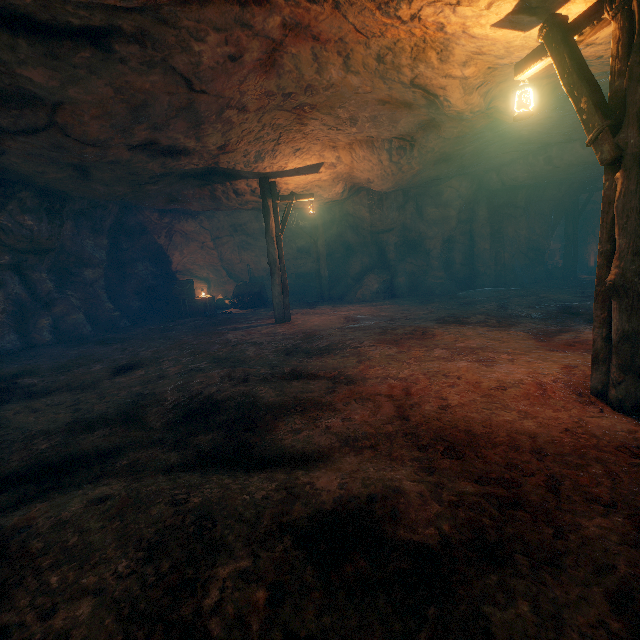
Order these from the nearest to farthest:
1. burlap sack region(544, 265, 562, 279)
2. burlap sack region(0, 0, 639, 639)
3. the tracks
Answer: burlap sack region(0, 0, 639, 639) < burlap sack region(544, 265, 562, 279) < the tracks

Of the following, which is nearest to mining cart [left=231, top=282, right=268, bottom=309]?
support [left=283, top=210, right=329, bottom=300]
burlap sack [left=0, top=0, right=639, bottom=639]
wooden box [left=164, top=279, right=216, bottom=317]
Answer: burlap sack [left=0, top=0, right=639, bottom=639]

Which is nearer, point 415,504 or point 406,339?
point 415,504

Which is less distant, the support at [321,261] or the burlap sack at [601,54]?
the burlap sack at [601,54]

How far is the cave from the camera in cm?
1230

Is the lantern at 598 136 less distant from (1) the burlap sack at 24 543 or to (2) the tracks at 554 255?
(1) the burlap sack at 24 543

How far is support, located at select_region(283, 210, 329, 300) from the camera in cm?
1589

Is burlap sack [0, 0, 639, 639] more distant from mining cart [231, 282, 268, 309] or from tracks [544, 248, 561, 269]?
tracks [544, 248, 561, 269]
